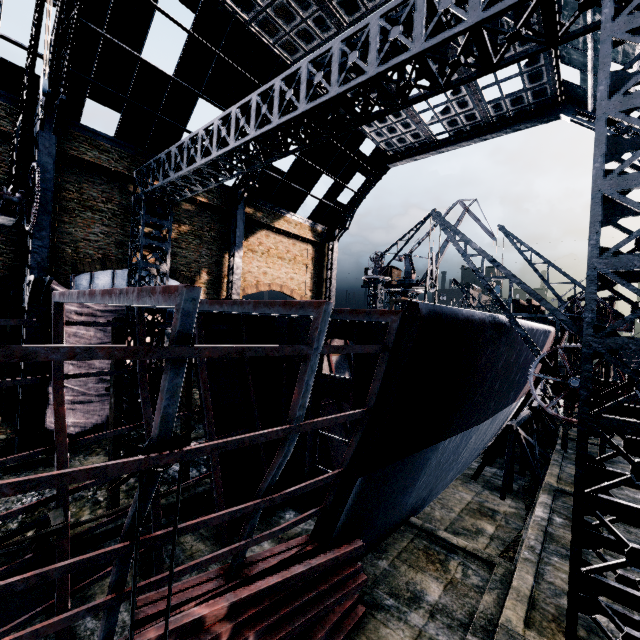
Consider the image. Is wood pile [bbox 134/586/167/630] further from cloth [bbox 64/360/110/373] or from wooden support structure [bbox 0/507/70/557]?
cloth [bbox 64/360/110/373]

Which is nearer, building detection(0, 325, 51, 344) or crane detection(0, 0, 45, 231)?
crane detection(0, 0, 45, 231)

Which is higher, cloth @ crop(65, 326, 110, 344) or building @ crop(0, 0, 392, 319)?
building @ crop(0, 0, 392, 319)

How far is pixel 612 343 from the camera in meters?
4.9 m

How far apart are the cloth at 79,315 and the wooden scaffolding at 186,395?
7.48m

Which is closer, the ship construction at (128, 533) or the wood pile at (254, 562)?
the ship construction at (128, 533)

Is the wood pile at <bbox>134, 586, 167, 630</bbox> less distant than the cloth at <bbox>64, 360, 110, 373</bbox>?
Yes

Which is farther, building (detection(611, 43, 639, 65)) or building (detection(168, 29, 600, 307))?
building (detection(168, 29, 600, 307))
